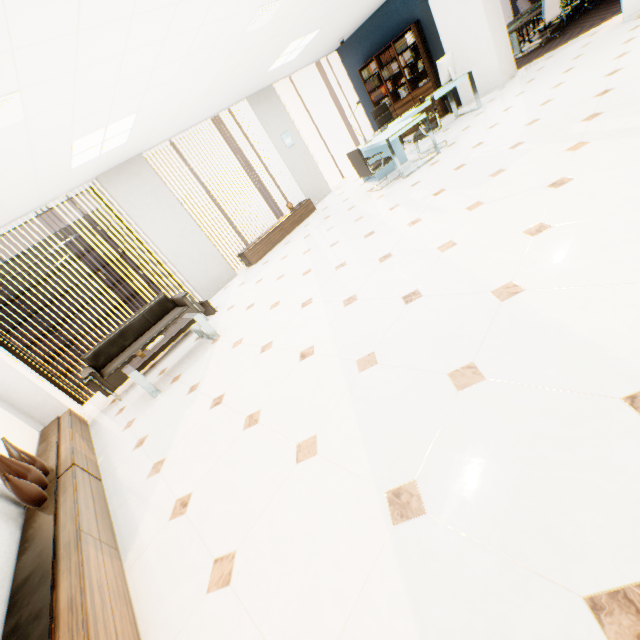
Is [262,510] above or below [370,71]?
below

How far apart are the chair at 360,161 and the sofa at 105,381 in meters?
3.9

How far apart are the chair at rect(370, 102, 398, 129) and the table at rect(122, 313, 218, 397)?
6.7 meters

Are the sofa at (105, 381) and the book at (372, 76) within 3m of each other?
no

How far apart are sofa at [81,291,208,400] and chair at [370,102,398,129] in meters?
6.3 m

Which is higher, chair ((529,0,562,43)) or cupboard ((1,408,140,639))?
chair ((529,0,562,43))

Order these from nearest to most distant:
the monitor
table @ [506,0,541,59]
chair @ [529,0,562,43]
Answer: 1. the monitor
2. chair @ [529,0,562,43]
3. table @ [506,0,541,59]

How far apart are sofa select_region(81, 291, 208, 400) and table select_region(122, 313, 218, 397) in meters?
0.5 m
